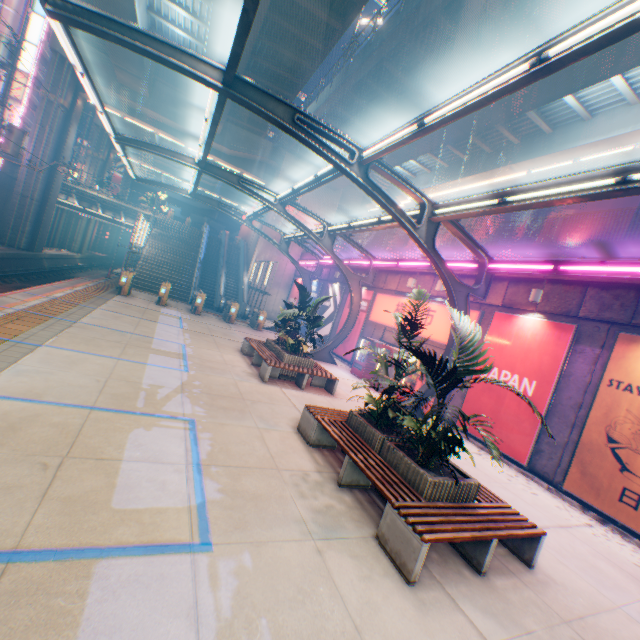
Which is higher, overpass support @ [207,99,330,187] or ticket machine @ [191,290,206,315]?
overpass support @ [207,99,330,187]

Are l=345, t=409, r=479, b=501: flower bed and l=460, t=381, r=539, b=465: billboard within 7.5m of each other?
yes

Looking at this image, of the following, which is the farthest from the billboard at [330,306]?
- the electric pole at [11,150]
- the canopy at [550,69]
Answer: the electric pole at [11,150]

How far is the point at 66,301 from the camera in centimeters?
1235cm

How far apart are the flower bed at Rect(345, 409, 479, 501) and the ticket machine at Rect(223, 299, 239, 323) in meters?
15.9 m

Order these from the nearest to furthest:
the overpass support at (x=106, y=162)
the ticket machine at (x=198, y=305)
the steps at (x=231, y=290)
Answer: the ticket machine at (x=198, y=305), the steps at (x=231, y=290), the overpass support at (x=106, y=162)

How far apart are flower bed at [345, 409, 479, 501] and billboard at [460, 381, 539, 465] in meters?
5.0 m

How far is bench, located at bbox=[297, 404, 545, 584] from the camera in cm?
402
